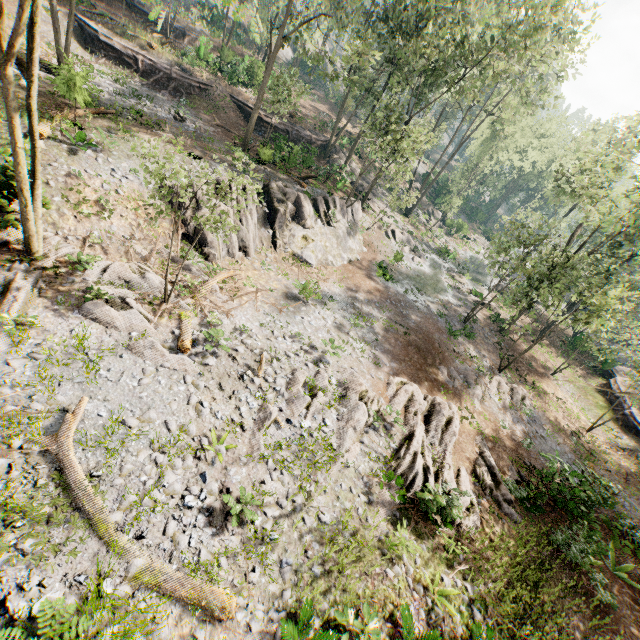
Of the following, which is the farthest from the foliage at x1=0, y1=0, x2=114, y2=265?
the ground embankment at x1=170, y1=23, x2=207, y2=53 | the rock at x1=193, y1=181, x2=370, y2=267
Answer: the ground embankment at x1=170, y1=23, x2=207, y2=53

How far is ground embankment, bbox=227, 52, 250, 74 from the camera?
32.72m

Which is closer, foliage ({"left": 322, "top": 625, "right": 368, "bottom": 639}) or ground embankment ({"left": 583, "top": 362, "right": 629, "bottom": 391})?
foliage ({"left": 322, "top": 625, "right": 368, "bottom": 639})

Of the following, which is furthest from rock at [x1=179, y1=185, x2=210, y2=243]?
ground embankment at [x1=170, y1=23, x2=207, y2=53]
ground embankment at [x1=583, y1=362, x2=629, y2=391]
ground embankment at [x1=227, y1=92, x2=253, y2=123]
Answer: ground embankment at [x1=583, y1=362, x2=629, y2=391]

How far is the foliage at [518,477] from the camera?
14.0 meters

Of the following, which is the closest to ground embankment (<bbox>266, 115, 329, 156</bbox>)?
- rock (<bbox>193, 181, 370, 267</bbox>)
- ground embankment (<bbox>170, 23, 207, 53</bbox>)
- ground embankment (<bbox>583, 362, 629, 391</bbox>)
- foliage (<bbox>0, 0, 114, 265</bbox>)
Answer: foliage (<bbox>0, 0, 114, 265</bbox>)

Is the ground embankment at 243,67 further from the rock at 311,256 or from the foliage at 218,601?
the rock at 311,256

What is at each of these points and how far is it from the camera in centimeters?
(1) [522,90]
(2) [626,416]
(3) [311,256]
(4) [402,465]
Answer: (1) foliage, 2227cm
(2) ground embankment, 2528cm
(3) rock, 2334cm
(4) foliage, 1205cm
